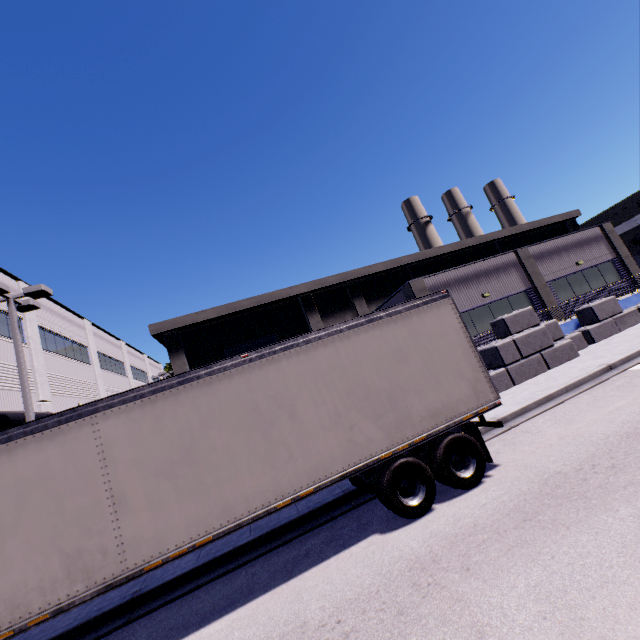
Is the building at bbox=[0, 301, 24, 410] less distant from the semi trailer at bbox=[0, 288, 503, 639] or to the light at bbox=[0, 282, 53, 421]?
the semi trailer at bbox=[0, 288, 503, 639]

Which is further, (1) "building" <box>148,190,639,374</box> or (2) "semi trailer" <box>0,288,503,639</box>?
(1) "building" <box>148,190,639,374</box>

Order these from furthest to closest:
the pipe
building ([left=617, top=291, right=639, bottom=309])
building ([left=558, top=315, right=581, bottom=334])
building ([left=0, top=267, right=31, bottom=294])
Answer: building ([left=617, top=291, right=639, bottom=309]), building ([left=0, top=267, right=31, bottom=294]), building ([left=558, top=315, right=581, bottom=334]), the pipe

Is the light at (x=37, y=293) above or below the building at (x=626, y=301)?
above

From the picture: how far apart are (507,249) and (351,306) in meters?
17.0

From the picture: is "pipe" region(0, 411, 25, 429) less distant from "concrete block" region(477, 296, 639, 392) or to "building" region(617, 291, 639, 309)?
"building" region(617, 291, 639, 309)

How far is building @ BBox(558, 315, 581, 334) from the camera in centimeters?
1709cm

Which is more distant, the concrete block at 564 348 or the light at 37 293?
the concrete block at 564 348
